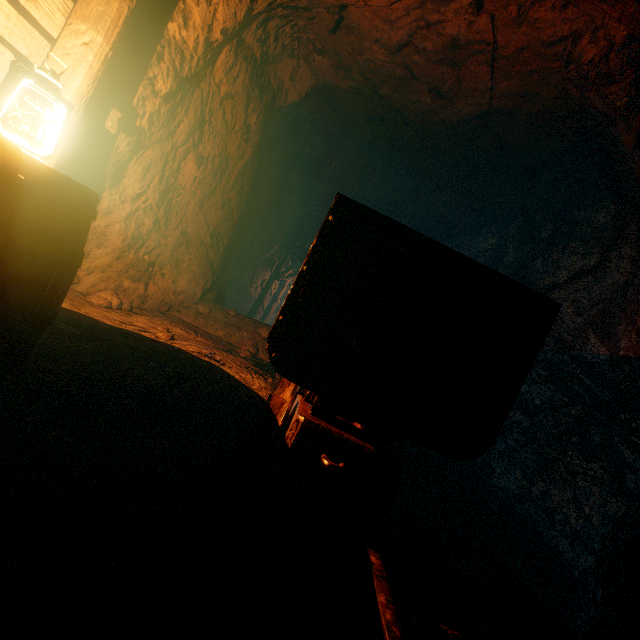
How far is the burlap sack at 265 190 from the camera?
6.6 meters

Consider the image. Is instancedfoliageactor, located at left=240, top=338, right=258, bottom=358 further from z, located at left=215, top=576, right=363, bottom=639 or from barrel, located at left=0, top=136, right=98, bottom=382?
barrel, located at left=0, top=136, right=98, bottom=382

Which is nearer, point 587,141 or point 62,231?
point 62,231

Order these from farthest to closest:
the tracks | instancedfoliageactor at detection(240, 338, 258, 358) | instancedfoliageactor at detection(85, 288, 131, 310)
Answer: instancedfoliageactor at detection(240, 338, 258, 358), instancedfoliageactor at detection(85, 288, 131, 310), the tracks

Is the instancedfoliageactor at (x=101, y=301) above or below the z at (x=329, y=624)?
above

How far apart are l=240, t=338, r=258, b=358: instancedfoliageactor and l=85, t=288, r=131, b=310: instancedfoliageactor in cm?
157

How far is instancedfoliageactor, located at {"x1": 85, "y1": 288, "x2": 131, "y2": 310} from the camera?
3.64m

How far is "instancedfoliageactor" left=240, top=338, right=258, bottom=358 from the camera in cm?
468
